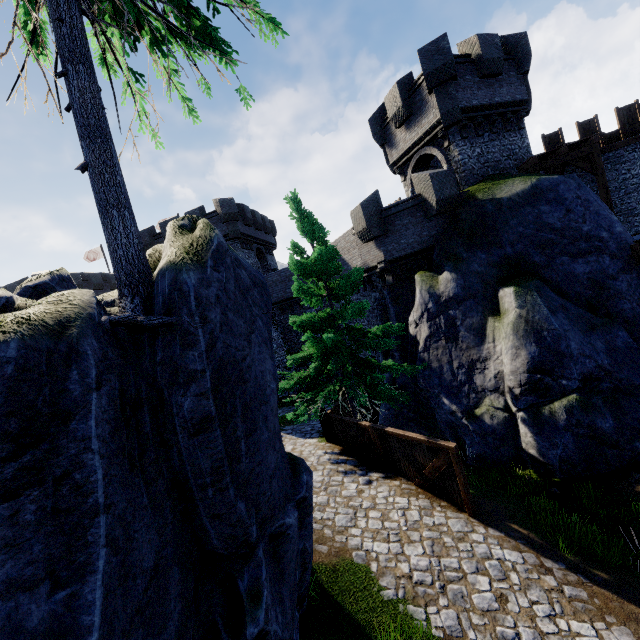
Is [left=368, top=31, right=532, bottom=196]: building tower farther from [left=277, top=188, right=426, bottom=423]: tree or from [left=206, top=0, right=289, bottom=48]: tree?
[left=206, top=0, right=289, bottom=48]: tree

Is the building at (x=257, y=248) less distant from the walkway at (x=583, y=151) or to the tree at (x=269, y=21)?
the walkway at (x=583, y=151)

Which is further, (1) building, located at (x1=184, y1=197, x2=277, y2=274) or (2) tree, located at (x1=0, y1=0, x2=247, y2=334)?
(1) building, located at (x1=184, y1=197, x2=277, y2=274)

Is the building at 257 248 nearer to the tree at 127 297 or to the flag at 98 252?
the flag at 98 252

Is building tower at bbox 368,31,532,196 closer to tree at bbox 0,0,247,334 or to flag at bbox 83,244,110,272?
tree at bbox 0,0,247,334

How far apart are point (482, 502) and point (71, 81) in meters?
11.6 m

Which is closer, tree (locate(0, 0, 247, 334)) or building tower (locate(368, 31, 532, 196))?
tree (locate(0, 0, 247, 334))

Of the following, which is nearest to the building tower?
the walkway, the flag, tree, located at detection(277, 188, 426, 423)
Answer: the walkway
